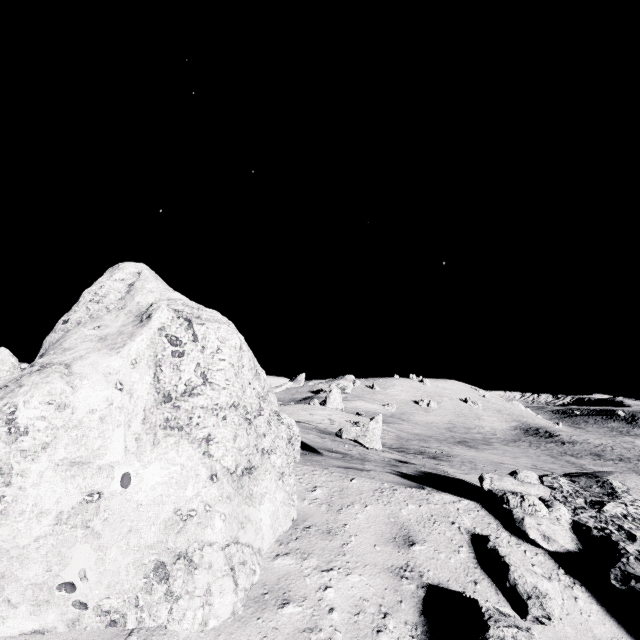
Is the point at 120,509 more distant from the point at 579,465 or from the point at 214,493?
the point at 579,465

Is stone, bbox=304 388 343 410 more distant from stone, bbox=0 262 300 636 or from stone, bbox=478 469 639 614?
stone, bbox=478 469 639 614

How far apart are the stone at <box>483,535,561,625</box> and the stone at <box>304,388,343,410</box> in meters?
44.4

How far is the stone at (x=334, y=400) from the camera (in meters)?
47.42

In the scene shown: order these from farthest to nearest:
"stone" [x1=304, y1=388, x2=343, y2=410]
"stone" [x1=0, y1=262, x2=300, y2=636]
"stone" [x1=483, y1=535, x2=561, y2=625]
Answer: "stone" [x1=304, y1=388, x2=343, y2=410] → "stone" [x1=483, y1=535, x2=561, y2=625] → "stone" [x1=0, y1=262, x2=300, y2=636]

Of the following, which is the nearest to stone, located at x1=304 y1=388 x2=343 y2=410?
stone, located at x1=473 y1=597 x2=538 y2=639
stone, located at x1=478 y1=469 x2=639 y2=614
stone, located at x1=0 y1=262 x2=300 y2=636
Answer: stone, located at x1=0 y1=262 x2=300 y2=636

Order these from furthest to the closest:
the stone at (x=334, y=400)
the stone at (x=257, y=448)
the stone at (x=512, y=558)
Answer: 1. the stone at (x=334, y=400)
2. the stone at (x=512, y=558)
3. the stone at (x=257, y=448)

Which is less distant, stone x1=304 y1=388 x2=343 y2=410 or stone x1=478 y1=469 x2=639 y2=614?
stone x1=478 y1=469 x2=639 y2=614
